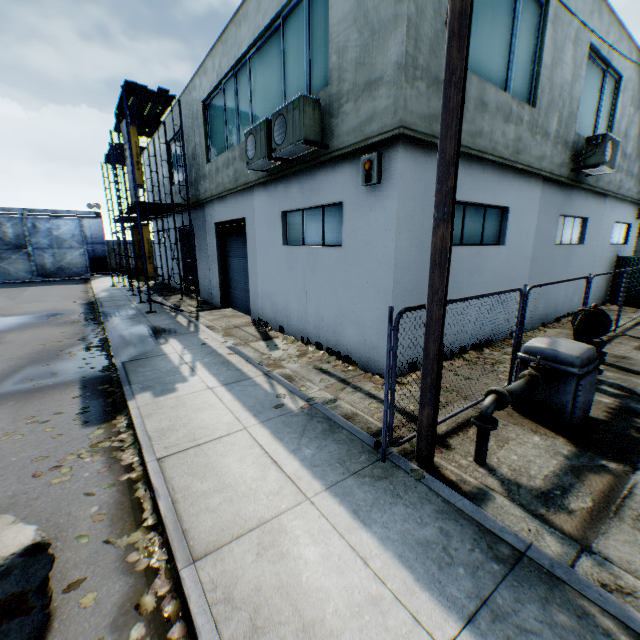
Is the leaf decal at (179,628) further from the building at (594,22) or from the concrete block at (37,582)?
the building at (594,22)

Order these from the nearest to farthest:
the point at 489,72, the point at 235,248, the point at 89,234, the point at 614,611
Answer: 1. the point at 614,611
2. the point at 489,72
3. the point at 235,248
4. the point at 89,234

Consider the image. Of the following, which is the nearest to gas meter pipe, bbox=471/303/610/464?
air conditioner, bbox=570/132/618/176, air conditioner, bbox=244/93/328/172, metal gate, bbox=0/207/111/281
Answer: air conditioner, bbox=244/93/328/172

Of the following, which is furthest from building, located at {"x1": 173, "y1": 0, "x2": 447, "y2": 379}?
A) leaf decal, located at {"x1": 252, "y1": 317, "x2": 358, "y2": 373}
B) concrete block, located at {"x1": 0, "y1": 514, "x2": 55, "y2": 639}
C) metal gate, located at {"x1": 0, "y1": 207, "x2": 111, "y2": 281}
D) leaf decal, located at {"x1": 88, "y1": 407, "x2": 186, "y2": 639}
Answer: metal gate, located at {"x1": 0, "y1": 207, "x2": 111, "y2": 281}

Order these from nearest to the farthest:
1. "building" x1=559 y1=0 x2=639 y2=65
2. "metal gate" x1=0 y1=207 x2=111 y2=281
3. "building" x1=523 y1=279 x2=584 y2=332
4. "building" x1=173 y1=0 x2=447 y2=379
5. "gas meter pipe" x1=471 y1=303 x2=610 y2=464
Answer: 1. "gas meter pipe" x1=471 y1=303 x2=610 y2=464
2. "building" x1=173 y1=0 x2=447 y2=379
3. "building" x1=559 y1=0 x2=639 y2=65
4. "building" x1=523 y1=279 x2=584 y2=332
5. "metal gate" x1=0 y1=207 x2=111 y2=281

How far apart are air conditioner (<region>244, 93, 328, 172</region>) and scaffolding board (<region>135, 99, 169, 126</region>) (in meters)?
8.91

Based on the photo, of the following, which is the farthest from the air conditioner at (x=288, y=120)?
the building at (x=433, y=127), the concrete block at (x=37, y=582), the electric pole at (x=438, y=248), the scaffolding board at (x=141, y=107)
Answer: the scaffolding board at (x=141, y=107)

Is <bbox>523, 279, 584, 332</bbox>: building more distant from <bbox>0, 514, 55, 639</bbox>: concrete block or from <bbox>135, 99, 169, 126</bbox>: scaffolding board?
<bbox>0, 514, 55, 639</bbox>: concrete block
